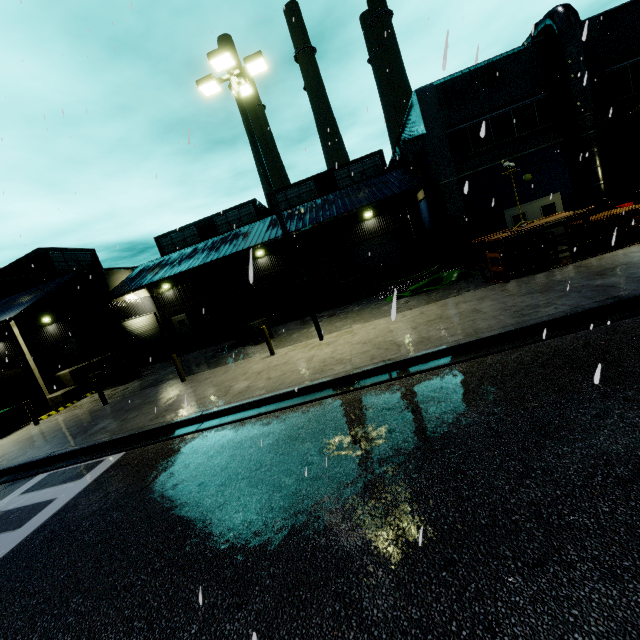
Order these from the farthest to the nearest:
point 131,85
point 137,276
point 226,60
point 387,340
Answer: point 137,276 → point 131,85 → point 226,60 → point 387,340

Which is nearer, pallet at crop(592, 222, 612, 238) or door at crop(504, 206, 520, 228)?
pallet at crop(592, 222, 612, 238)

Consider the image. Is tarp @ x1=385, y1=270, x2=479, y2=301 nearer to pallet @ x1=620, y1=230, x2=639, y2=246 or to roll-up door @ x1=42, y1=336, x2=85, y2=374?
pallet @ x1=620, y1=230, x2=639, y2=246

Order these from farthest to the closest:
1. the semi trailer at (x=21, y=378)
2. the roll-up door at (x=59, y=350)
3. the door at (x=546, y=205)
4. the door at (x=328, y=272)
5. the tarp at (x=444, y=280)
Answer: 1. the door at (x=328, y=272)
2. the roll-up door at (x=59, y=350)
3. the semi trailer at (x=21, y=378)
4. the door at (x=546, y=205)
5. the tarp at (x=444, y=280)

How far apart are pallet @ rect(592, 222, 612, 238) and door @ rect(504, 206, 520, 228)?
5.3 meters

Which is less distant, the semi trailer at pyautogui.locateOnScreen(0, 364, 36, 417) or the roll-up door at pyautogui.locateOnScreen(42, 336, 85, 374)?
the semi trailer at pyautogui.locateOnScreen(0, 364, 36, 417)

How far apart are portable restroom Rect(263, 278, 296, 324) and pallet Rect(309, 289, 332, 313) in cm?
72

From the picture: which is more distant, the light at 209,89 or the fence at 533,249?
the fence at 533,249
